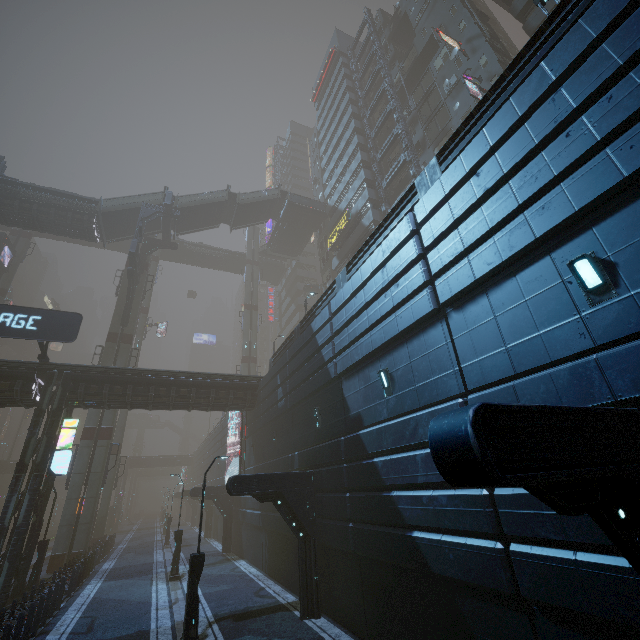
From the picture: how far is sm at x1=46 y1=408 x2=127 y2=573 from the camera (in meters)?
24.06

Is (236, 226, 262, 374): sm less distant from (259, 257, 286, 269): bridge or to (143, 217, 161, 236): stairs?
(259, 257, 286, 269): bridge

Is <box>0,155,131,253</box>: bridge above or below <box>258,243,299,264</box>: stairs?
below

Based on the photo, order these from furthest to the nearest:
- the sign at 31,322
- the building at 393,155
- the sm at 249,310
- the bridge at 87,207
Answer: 1. the sm at 249,310
2. the building at 393,155
3. the bridge at 87,207
4. the sign at 31,322

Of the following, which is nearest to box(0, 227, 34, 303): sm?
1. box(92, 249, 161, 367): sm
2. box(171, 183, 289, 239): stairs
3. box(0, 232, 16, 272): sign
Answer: box(0, 232, 16, 272): sign

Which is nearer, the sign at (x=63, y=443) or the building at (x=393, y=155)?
the sign at (x=63, y=443)

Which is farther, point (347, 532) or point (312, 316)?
point (312, 316)

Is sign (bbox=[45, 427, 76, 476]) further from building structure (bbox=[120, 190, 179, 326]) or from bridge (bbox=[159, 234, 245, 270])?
bridge (bbox=[159, 234, 245, 270])
